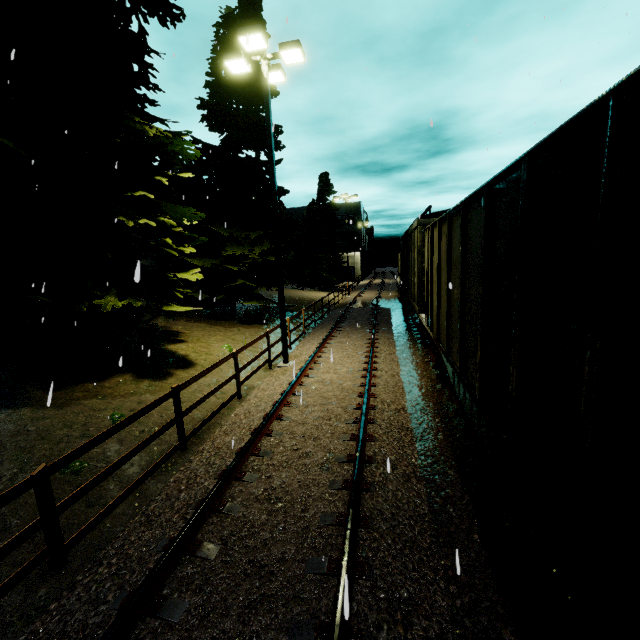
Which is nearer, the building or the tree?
the tree

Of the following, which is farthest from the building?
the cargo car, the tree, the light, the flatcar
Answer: the flatcar

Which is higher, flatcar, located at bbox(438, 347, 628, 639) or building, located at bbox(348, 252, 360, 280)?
building, located at bbox(348, 252, 360, 280)

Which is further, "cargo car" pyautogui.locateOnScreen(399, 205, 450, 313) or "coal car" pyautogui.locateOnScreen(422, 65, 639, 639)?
"cargo car" pyautogui.locateOnScreen(399, 205, 450, 313)

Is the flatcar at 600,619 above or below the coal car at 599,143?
A: below

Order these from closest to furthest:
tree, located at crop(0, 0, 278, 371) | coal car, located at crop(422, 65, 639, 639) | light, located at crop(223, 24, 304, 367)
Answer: coal car, located at crop(422, 65, 639, 639) → tree, located at crop(0, 0, 278, 371) → light, located at crop(223, 24, 304, 367)

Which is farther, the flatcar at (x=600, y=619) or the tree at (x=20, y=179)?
the tree at (x=20, y=179)

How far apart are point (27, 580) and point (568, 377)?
6.05m
